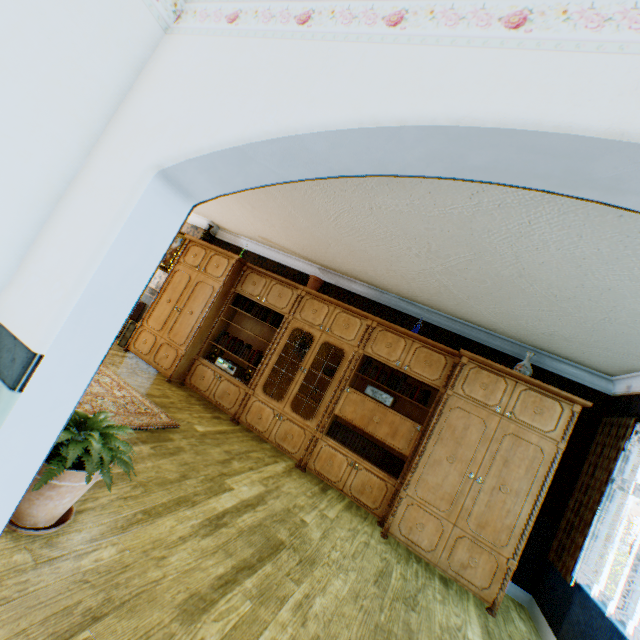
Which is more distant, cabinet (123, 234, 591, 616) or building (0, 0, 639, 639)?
cabinet (123, 234, 591, 616)

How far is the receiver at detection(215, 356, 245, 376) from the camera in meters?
5.7

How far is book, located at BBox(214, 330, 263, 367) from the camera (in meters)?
5.67

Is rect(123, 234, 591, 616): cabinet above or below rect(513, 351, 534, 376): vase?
below

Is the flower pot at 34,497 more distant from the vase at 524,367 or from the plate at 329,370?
the vase at 524,367

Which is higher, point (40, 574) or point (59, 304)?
point (59, 304)

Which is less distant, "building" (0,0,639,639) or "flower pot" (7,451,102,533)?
"building" (0,0,639,639)

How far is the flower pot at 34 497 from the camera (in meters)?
1.78
